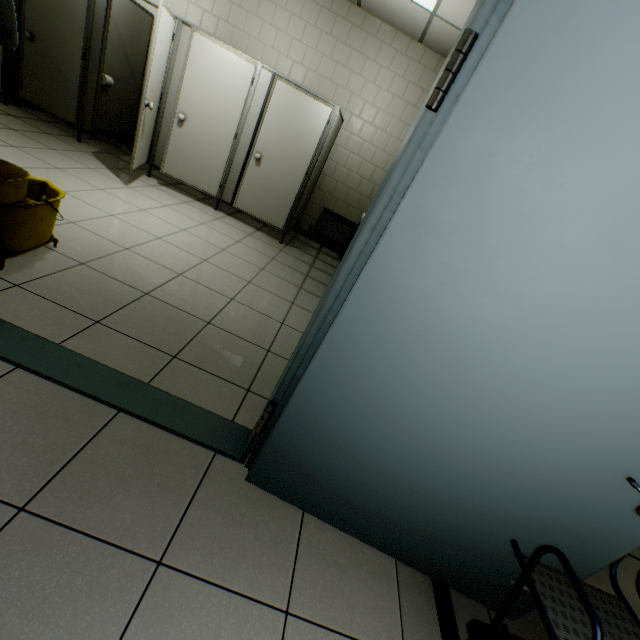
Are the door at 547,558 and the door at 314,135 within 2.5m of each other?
no

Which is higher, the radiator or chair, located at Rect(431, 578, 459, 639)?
the radiator

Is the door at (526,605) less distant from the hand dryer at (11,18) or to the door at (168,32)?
the hand dryer at (11,18)

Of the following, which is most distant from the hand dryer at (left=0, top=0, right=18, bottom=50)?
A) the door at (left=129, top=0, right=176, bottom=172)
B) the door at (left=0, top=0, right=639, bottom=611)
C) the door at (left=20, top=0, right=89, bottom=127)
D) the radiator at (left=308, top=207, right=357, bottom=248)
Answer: the radiator at (left=308, top=207, right=357, bottom=248)

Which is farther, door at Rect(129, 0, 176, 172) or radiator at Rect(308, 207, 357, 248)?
radiator at Rect(308, 207, 357, 248)

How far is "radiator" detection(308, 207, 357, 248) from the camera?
A: 5.77m

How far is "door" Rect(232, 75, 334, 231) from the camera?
4.2m

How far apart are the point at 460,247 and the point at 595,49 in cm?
50
